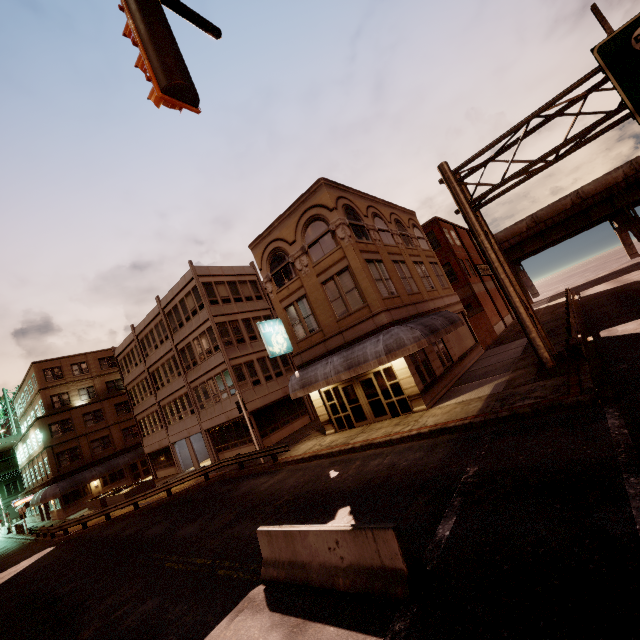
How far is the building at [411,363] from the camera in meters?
17.8

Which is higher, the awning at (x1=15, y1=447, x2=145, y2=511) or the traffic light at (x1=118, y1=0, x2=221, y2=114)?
the traffic light at (x1=118, y1=0, x2=221, y2=114)

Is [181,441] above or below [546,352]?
above

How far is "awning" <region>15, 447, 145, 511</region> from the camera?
34.8m

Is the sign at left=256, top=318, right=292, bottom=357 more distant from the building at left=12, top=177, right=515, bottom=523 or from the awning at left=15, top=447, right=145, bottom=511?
the awning at left=15, top=447, right=145, bottom=511

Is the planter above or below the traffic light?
below

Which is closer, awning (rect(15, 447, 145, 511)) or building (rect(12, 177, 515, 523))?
building (rect(12, 177, 515, 523))

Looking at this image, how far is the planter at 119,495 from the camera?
27.0 meters
